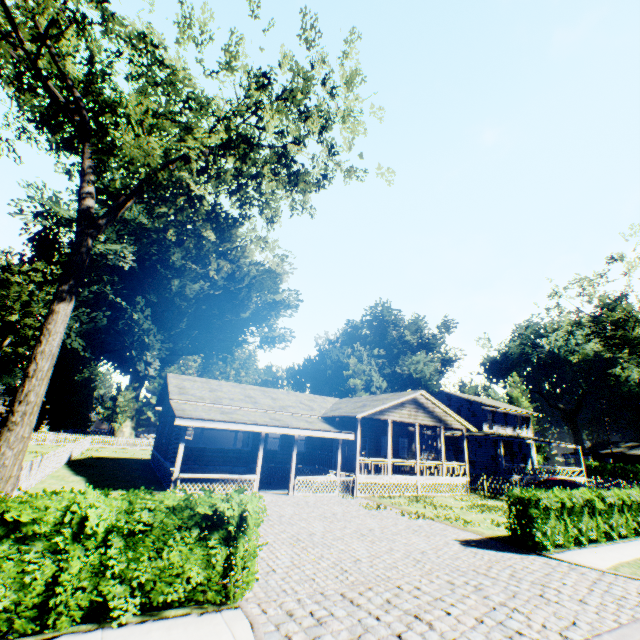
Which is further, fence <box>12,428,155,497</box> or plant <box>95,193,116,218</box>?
plant <box>95,193,116,218</box>

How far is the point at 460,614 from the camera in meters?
6.1

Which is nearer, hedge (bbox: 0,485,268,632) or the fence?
hedge (bbox: 0,485,268,632)

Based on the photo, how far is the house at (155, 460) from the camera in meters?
15.8

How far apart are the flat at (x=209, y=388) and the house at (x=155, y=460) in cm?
322

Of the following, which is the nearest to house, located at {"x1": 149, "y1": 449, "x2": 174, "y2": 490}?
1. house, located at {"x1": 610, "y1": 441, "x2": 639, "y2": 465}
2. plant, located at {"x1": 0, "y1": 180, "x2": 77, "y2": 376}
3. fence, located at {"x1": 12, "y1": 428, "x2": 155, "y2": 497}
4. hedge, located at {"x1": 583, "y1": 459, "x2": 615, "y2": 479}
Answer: fence, located at {"x1": 12, "y1": 428, "x2": 155, "y2": 497}

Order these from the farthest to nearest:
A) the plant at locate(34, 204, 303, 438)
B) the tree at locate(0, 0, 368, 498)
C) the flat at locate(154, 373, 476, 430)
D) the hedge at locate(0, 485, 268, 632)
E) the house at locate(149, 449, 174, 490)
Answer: the plant at locate(34, 204, 303, 438) → the flat at locate(154, 373, 476, 430) → the house at locate(149, 449, 174, 490) → the tree at locate(0, 0, 368, 498) → the hedge at locate(0, 485, 268, 632)

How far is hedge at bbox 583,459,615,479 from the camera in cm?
4741
